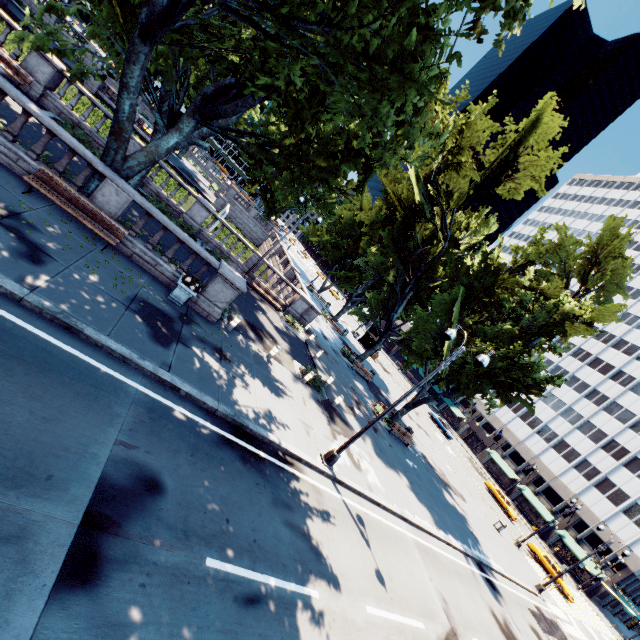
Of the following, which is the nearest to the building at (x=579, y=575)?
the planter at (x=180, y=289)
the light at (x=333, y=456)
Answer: the light at (x=333, y=456)

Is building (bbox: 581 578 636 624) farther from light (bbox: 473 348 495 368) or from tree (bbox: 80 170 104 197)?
light (bbox: 473 348 495 368)

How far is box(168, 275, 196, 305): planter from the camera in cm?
1232

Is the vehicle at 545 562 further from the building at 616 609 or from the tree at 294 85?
the tree at 294 85

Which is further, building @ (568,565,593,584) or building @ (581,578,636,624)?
building @ (568,565,593,584)

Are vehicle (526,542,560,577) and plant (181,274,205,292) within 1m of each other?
no

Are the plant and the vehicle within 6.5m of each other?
no

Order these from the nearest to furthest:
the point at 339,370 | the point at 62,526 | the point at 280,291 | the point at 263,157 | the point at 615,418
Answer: the point at 62,526, the point at 263,157, the point at 280,291, the point at 339,370, the point at 615,418
